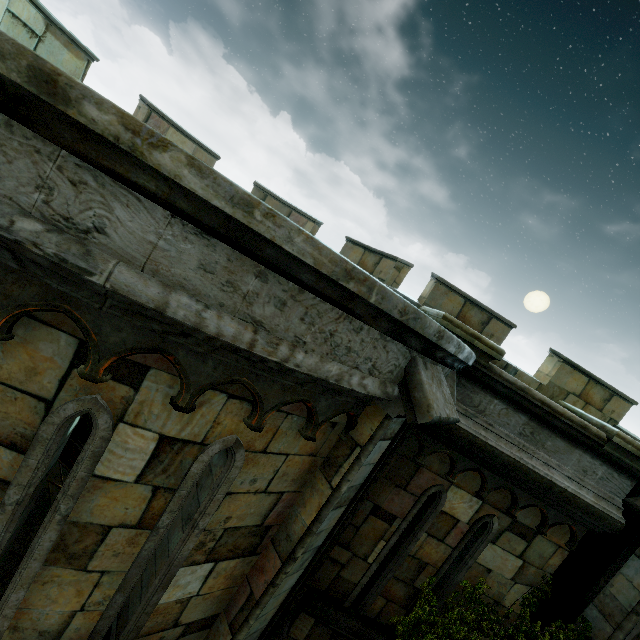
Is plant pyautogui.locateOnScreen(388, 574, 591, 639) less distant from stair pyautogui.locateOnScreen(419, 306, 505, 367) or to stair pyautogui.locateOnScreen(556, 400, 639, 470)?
stair pyautogui.locateOnScreen(556, 400, 639, 470)

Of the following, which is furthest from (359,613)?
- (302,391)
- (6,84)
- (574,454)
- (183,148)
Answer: (183,148)

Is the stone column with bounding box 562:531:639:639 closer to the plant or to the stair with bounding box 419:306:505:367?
the plant

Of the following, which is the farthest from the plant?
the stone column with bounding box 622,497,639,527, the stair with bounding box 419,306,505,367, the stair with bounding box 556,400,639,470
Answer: the stair with bounding box 419,306,505,367

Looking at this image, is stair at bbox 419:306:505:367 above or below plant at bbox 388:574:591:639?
above

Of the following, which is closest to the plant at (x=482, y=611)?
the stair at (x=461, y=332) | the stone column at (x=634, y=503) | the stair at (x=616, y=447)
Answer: the stone column at (x=634, y=503)

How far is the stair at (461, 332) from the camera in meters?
4.1 m
